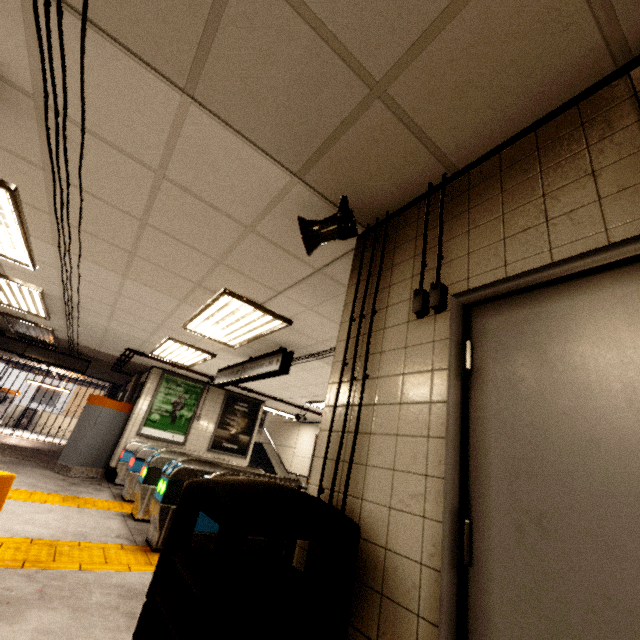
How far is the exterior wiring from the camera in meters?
1.5 m

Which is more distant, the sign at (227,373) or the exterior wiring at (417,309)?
the sign at (227,373)

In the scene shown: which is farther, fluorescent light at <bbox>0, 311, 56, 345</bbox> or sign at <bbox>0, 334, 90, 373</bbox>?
sign at <bbox>0, 334, 90, 373</bbox>

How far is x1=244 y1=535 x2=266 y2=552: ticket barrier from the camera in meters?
3.4 m

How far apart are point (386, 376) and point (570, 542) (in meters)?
0.92

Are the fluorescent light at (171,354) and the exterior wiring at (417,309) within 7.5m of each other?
yes

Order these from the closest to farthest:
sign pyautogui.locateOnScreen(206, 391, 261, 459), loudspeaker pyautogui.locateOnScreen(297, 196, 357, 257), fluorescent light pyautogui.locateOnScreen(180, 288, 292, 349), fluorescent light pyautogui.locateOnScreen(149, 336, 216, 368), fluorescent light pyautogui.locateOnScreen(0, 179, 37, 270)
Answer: loudspeaker pyautogui.locateOnScreen(297, 196, 357, 257) < fluorescent light pyautogui.locateOnScreen(0, 179, 37, 270) < fluorescent light pyautogui.locateOnScreen(180, 288, 292, 349) < fluorescent light pyautogui.locateOnScreen(149, 336, 216, 368) < sign pyautogui.locateOnScreen(206, 391, 261, 459)

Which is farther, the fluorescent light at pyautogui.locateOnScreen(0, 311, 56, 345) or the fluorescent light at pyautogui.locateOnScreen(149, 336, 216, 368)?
the fluorescent light at pyautogui.locateOnScreen(0, 311, 56, 345)
